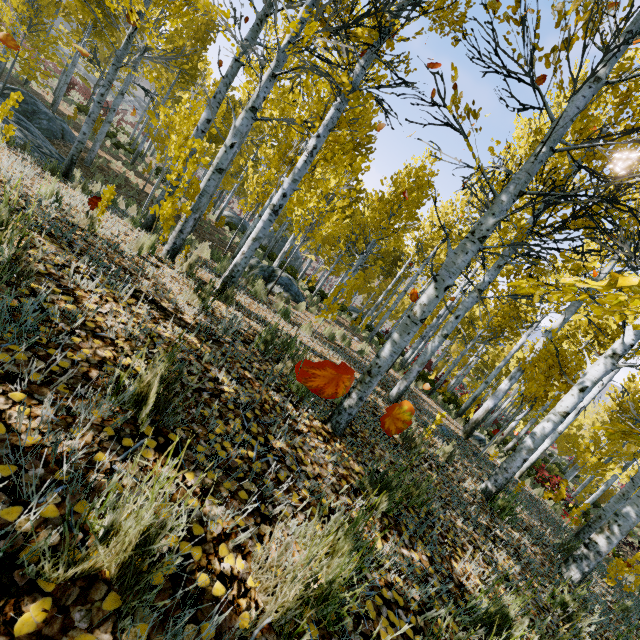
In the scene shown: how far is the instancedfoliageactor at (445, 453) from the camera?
4.8 meters

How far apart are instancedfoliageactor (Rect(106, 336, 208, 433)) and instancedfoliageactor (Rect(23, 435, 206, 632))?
0.63m

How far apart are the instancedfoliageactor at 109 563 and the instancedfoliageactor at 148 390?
0.6 meters

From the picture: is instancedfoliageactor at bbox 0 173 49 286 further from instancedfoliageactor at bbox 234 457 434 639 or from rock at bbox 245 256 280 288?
rock at bbox 245 256 280 288

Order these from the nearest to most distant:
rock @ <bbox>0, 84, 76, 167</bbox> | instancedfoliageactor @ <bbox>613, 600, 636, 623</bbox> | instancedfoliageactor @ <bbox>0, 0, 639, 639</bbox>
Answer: instancedfoliageactor @ <bbox>0, 0, 639, 639</bbox> → instancedfoliageactor @ <bbox>613, 600, 636, 623</bbox> → rock @ <bbox>0, 84, 76, 167</bbox>

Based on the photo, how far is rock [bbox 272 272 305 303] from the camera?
11.6 meters

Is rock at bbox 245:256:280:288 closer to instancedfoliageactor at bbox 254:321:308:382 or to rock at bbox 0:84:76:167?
instancedfoliageactor at bbox 254:321:308:382

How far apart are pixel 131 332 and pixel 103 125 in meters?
16.5
